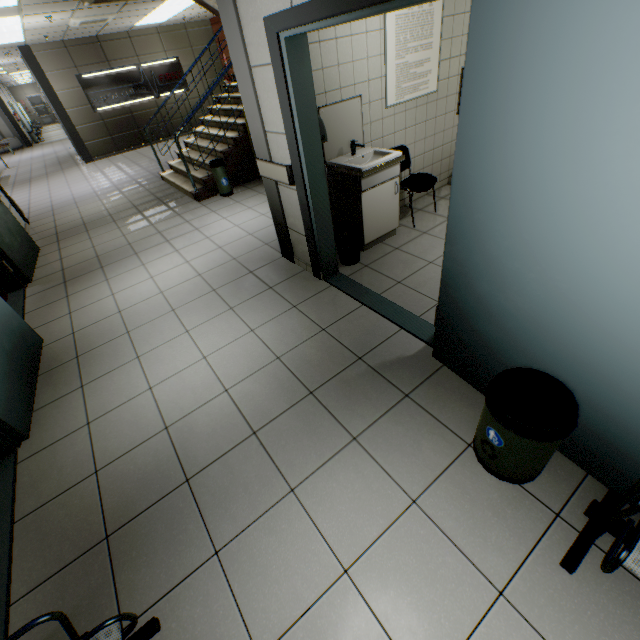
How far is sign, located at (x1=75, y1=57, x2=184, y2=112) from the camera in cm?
1086

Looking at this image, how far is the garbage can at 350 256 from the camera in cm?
353

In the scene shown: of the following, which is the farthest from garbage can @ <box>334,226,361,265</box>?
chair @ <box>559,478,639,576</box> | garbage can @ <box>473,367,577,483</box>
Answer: chair @ <box>559,478,639,576</box>

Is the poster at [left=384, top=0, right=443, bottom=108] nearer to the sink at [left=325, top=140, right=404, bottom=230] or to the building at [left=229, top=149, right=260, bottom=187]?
the sink at [left=325, top=140, right=404, bottom=230]

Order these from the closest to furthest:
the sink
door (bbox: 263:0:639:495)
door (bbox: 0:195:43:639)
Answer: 1. door (bbox: 263:0:639:495)
2. door (bbox: 0:195:43:639)
3. the sink

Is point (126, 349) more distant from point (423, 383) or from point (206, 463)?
point (423, 383)

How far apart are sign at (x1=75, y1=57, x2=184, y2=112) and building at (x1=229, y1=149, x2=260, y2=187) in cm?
849

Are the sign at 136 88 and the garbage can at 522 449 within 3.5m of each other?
no
